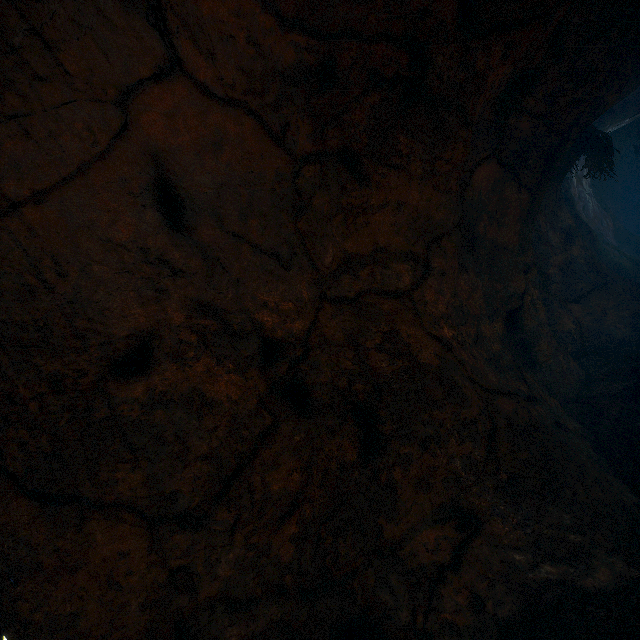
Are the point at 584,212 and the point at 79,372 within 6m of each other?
no
